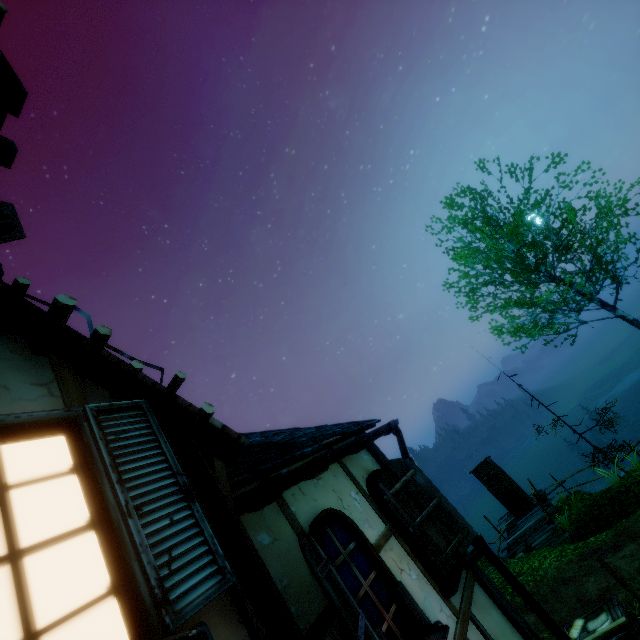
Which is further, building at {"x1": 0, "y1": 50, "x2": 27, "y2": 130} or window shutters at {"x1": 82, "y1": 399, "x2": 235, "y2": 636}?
building at {"x1": 0, "y1": 50, "x2": 27, "y2": 130}

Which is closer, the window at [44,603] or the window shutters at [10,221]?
the window at [44,603]

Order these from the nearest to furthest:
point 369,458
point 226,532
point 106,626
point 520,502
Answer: point 106,626
point 226,532
point 369,458
point 520,502

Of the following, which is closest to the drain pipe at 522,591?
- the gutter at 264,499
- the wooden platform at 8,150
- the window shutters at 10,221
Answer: the gutter at 264,499

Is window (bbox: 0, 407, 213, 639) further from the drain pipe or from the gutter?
the drain pipe

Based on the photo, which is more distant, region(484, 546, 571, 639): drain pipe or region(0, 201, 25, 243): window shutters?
region(0, 201, 25, 243): window shutters

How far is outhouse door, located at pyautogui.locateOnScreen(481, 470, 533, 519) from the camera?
15.2m

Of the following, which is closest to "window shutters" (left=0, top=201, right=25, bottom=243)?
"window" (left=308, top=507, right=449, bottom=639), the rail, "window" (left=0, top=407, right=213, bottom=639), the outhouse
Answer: "window" (left=0, top=407, right=213, bottom=639)
